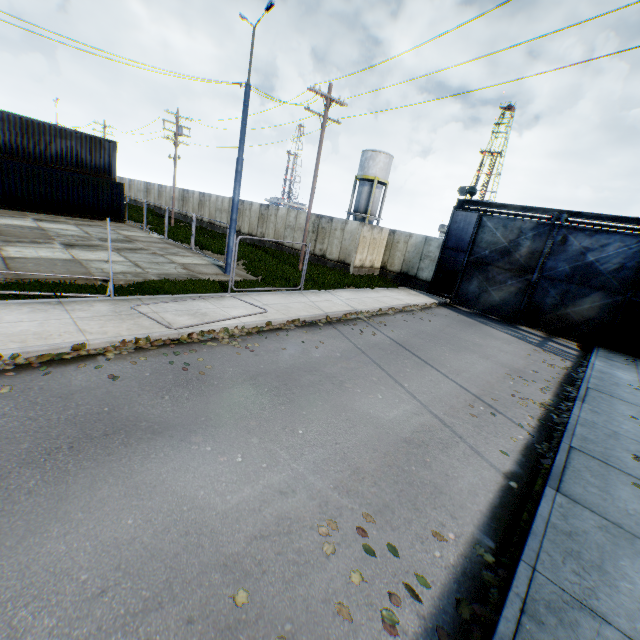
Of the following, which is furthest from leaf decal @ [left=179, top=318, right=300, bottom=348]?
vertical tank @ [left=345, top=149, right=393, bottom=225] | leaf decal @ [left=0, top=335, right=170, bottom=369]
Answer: vertical tank @ [left=345, top=149, right=393, bottom=225]

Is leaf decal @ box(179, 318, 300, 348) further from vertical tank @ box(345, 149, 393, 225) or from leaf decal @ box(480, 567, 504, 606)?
vertical tank @ box(345, 149, 393, 225)

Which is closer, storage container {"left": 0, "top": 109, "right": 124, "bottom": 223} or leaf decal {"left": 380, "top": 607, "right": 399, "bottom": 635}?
leaf decal {"left": 380, "top": 607, "right": 399, "bottom": 635}

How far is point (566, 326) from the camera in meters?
16.8 m

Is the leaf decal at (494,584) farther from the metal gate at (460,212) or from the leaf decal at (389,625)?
the metal gate at (460,212)

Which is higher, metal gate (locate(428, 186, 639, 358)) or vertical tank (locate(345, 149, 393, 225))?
vertical tank (locate(345, 149, 393, 225))

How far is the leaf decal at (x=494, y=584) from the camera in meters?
3.4 m

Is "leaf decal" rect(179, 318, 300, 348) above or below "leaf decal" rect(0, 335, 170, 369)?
above
